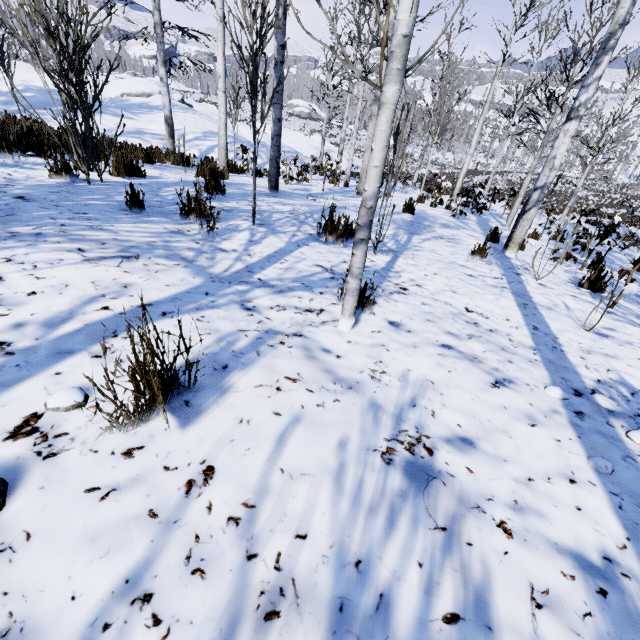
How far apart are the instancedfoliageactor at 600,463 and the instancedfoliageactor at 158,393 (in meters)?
2.02

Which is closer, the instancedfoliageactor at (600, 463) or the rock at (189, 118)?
the instancedfoliageactor at (600, 463)

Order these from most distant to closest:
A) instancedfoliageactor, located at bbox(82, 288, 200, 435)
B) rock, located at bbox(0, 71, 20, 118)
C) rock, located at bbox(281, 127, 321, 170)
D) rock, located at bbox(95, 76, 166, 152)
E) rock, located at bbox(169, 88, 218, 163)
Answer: rock, located at bbox(281, 127, 321, 170), rock, located at bbox(169, 88, 218, 163), rock, located at bbox(95, 76, 166, 152), rock, located at bbox(0, 71, 20, 118), instancedfoliageactor, located at bbox(82, 288, 200, 435)

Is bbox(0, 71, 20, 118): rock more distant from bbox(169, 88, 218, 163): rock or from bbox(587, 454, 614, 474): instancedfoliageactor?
bbox(587, 454, 614, 474): instancedfoliageactor

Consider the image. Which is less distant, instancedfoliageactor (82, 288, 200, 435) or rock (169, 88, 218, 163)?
instancedfoliageactor (82, 288, 200, 435)

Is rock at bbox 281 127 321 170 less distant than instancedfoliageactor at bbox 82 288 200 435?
No

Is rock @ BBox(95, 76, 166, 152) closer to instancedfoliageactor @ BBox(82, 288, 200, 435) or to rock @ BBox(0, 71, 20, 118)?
rock @ BBox(0, 71, 20, 118)

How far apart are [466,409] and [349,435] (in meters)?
0.72
